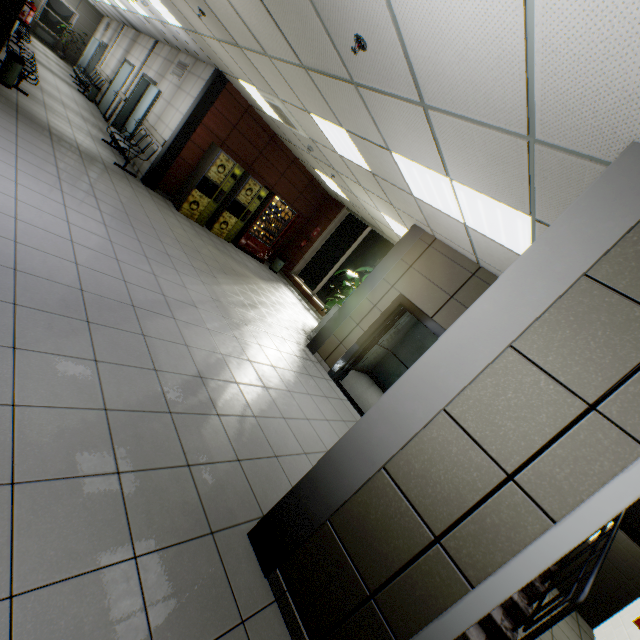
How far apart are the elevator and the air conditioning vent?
5.0m

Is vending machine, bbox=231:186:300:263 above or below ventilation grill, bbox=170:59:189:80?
below

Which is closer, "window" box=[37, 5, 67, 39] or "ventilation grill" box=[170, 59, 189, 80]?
"ventilation grill" box=[170, 59, 189, 80]

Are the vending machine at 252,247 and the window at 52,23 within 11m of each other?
no

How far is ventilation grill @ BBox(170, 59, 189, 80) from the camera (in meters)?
8.83

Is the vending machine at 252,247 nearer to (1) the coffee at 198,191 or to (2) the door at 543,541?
(1) the coffee at 198,191

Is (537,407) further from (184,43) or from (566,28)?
(184,43)

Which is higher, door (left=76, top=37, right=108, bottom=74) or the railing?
door (left=76, top=37, right=108, bottom=74)
